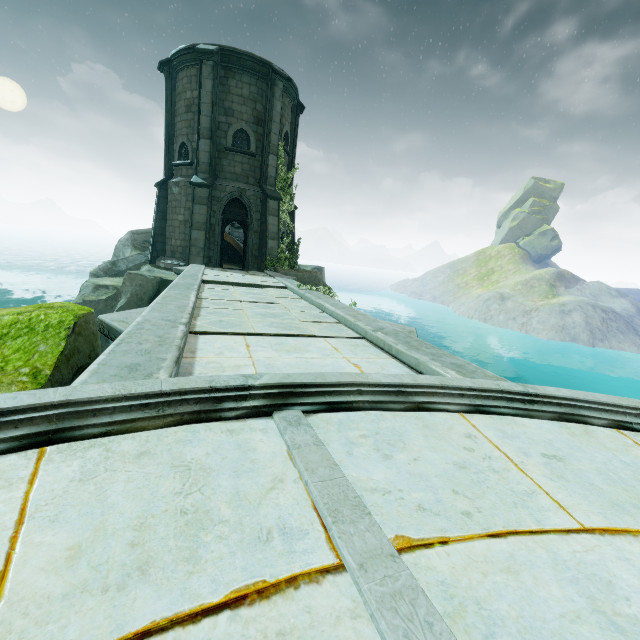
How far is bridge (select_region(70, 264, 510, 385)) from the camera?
2.96m

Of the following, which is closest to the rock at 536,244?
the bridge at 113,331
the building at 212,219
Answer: the building at 212,219

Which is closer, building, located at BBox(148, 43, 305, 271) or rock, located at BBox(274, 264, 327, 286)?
building, located at BBox(148, 43, 305, 271)

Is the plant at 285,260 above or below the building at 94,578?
above

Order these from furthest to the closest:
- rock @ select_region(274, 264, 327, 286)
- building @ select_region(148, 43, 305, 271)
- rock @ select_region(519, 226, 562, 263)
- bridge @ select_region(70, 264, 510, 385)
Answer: rock @ select_region(519, 226, 562, 263), rock @ select_region(274, 264, 327, 286), building @ select_region(148, 43, 305, 271), bridge @ select_region(70, 264, 510, 385)

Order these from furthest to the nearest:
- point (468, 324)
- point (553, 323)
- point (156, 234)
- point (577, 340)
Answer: point (468, 324), point (553, 323), point (577, 340), point (156, 234)

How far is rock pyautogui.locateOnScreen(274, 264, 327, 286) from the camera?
16.0m

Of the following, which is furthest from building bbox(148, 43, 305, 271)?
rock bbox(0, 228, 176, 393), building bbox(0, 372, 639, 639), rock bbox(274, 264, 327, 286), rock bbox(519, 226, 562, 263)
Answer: rock bbox(519, 226, 562, 263)
